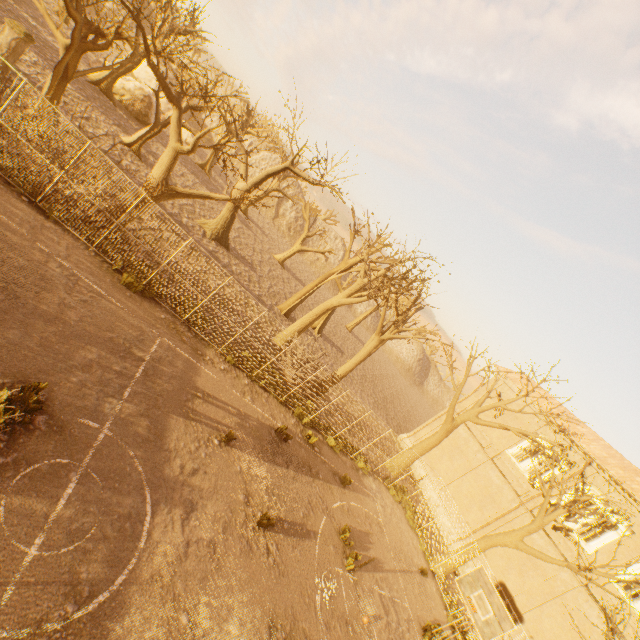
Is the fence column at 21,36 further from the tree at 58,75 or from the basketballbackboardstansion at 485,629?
the basketballbackboardstansion at 485,629

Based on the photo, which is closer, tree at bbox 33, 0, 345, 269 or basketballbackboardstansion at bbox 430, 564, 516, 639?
basketballbackboardstansion at bbox 430, 564, 516, 639

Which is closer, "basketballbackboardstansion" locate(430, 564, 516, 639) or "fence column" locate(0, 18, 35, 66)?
"basketballbackboardstansion" locate(430, 564, 516, 639)

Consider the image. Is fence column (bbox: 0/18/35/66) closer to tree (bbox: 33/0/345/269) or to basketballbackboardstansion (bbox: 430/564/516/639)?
tree (bbox: 33/0/345/269)

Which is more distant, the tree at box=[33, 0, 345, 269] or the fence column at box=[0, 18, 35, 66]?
the fence column at box=[0, 18, 35, 66]

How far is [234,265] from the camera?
24.3m

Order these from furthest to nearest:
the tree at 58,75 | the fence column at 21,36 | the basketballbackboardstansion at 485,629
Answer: the fence column at 21,36
the tree at 58,75
the basketballbackboardstansion at 485,629
